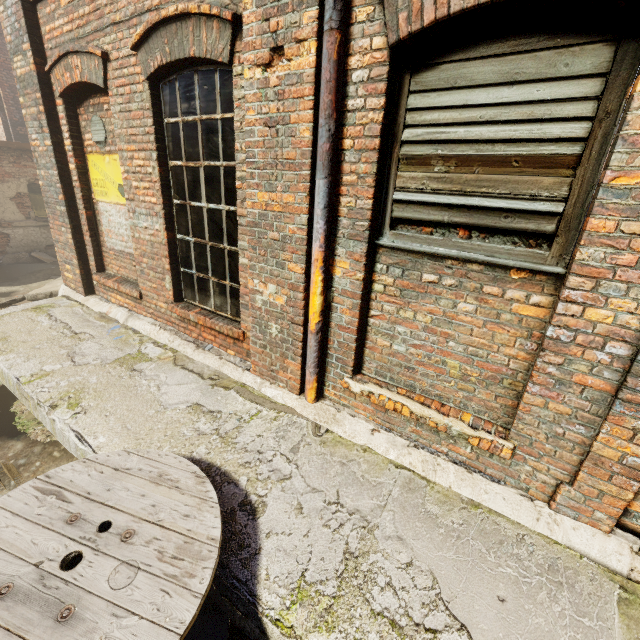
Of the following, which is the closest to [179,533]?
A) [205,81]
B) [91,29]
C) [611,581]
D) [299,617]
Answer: [299,617]

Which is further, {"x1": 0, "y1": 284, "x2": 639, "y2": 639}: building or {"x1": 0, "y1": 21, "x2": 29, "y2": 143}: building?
{"x1": 0, "y1": 21, "x2": 29, "y2": 143}: building

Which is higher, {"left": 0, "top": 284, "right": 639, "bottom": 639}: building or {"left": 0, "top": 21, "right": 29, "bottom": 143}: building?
{"left": 0, "top": 21, "right": 29, "bottom": 143}: building

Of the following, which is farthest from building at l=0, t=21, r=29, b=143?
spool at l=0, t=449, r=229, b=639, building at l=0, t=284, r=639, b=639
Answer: spool at l=0, t=449, r=229, b=639

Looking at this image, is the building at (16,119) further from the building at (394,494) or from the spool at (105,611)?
the spool at (105,611)

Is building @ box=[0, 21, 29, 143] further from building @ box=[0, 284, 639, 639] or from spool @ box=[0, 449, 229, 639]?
spool @ box=[0, 449, 229, 639]
